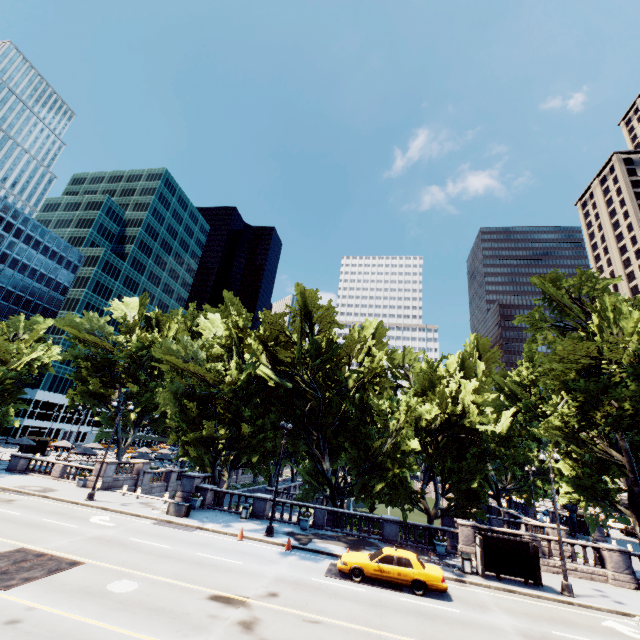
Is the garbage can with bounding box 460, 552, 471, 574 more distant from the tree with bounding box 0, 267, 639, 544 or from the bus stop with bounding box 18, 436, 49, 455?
the bus stop with bounding box 18, 436, 49, 455

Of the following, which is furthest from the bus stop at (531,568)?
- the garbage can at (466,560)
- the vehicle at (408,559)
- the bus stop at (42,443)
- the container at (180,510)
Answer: the bus stop at (42,443)

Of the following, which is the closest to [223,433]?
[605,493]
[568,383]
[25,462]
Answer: [25,462]

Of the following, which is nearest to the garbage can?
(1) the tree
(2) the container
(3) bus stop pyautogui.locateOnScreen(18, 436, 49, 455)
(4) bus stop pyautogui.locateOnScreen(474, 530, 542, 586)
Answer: (4) bus stop pyautogui.locateOnScreen(474, 530, 542, 586)

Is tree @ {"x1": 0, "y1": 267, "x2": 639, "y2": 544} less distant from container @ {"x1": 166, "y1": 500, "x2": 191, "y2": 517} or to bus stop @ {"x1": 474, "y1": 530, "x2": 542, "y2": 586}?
container @ {"x1": 166, "y1": 500, "x2": 191, "y2": 517}

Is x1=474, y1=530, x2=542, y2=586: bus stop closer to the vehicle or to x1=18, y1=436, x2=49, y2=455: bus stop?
the vehicle

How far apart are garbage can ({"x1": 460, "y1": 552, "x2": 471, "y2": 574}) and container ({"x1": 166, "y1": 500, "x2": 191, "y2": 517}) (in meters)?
18.49

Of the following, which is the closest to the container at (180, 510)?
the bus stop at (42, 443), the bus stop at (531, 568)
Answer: the bus stop at (531, 568)
